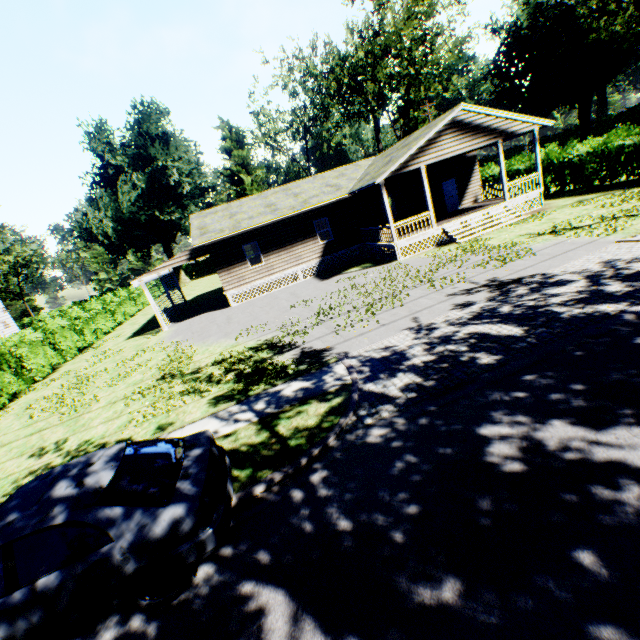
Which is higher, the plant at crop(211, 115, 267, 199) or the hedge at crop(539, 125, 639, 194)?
the plant at crop(211, 115, 267, 199)

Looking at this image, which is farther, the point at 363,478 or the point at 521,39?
the point at 521,39

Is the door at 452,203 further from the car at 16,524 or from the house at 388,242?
the car at 16,524

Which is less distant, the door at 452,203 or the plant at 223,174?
the door at 452,203

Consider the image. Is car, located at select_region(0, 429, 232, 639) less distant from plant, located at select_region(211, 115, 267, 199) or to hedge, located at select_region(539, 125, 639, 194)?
hedge, located at select_region(539, 125, 639, 194)

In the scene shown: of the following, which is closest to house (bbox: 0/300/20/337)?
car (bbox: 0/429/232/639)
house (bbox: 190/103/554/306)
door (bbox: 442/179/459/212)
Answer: house (bbox: 190/103/554/306)

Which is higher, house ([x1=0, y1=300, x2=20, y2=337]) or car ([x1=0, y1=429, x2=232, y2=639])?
house ([x1=0, y1=300, x2=20, y2=337])

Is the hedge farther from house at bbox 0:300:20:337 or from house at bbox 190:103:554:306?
house at bbox 0:300:20:337
